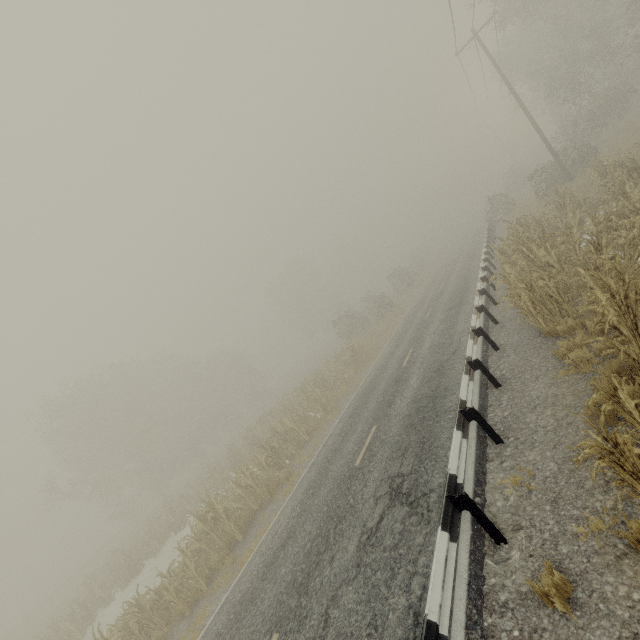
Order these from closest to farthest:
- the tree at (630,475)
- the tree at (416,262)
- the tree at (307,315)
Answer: the tree at (630,475), the tree at (416,262), the tree at (307,315)

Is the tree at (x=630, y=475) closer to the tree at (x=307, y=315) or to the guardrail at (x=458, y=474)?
the guardrail at (x=458, y=474)

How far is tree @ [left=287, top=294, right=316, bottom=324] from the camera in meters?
57.0 m

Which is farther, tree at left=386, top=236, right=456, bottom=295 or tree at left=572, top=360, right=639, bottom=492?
tree at left=386, top=236, right=456, bottom=295

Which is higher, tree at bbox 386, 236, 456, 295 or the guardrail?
tree at bbox 386, 236, 456, 295

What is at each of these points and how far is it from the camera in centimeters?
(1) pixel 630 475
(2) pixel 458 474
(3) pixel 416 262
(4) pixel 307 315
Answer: (1) tree, 334cm
(2) guardrail, 514cm
(3) tree, 5341cm
(4) tree, 5791cm

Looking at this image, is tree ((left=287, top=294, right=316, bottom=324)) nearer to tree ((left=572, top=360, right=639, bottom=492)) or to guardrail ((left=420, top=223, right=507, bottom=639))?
guardrail ((left=420, top=223, right=507, bottom=639))

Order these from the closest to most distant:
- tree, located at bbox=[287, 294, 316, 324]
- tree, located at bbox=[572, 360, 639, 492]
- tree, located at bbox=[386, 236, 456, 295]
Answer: tree, located at bbox=[572, 360, 639, 492]
tree, located at bbox=[386, 236, 456, 295]
tree, located at bbox=[287, 294, 316, 324]
